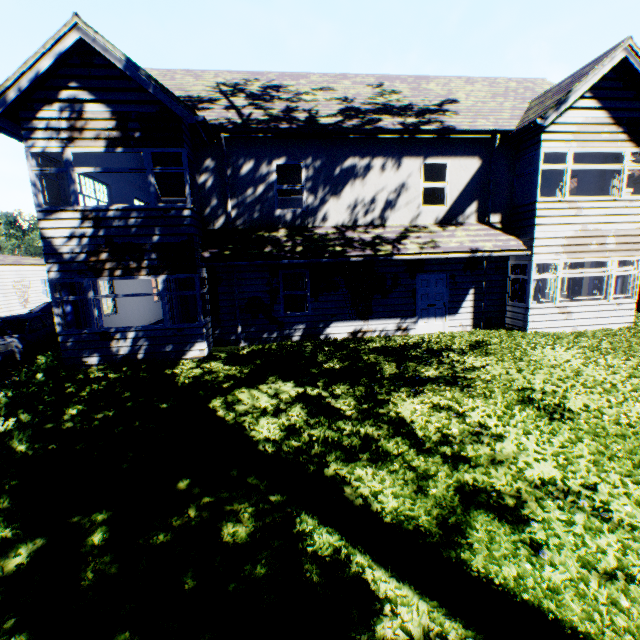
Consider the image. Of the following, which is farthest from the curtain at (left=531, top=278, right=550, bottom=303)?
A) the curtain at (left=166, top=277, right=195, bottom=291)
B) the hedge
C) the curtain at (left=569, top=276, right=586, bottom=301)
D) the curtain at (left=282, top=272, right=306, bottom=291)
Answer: the hedge

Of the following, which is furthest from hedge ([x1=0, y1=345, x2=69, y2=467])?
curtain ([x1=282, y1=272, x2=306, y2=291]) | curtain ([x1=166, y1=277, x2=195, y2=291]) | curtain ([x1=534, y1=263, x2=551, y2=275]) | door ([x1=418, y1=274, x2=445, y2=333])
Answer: curtain ([x1=534, y1=263, x2=551, y2=275])

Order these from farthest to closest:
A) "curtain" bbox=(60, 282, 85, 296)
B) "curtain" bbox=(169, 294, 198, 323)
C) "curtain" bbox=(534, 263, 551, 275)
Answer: "curtain" bbox=(534, 263, 551, 275)
"curtain" bbox=(169, 294, 198, 323)
"curtain" bbox=(60, 282, 85, 296)

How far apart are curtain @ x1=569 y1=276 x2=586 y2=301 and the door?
6.7 meters

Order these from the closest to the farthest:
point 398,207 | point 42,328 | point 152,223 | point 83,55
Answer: point 83,55
point 152,223
point 398,207
point 42,328

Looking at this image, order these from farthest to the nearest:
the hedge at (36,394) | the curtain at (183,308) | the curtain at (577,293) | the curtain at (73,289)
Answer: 1. the curtain at (577,293)
2. the curtain at (183,308)
3. the curtain at (73,289)
4. the hedge at (36,394)

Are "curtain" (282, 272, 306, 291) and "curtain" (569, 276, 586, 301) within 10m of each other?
no

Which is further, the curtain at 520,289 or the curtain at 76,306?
the curtain at 520,289
